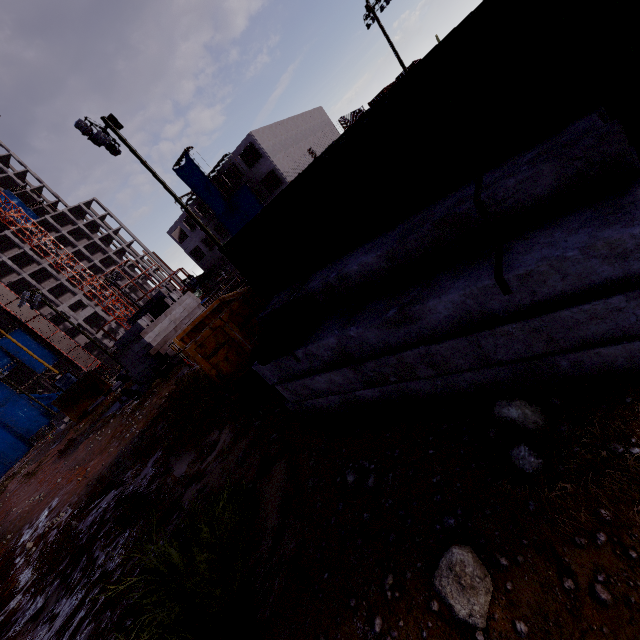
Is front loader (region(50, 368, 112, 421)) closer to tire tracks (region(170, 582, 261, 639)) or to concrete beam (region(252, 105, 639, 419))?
tire tracks (region(170, 582, 261, 639))

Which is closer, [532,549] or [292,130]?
[532,549]

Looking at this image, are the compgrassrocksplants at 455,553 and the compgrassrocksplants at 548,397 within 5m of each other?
yes

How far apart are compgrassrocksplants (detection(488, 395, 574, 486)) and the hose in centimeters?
218cm

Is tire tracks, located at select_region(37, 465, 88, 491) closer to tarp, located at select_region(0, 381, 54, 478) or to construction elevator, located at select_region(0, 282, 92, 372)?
tarp, located at select_region(0, 381, 54, 478)

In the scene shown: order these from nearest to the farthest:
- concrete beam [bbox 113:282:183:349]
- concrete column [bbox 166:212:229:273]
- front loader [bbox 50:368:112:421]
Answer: concrete beam [bbox 113:282:183:349] → front loader [bbox 50:368:112:421] → concrete column [bbox 166:212:229:273]

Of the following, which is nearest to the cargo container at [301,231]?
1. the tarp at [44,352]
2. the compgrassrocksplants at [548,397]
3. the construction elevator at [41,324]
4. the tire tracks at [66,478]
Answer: the compgrassrocksplants at [548,397]

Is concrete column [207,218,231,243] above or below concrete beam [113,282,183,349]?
above
